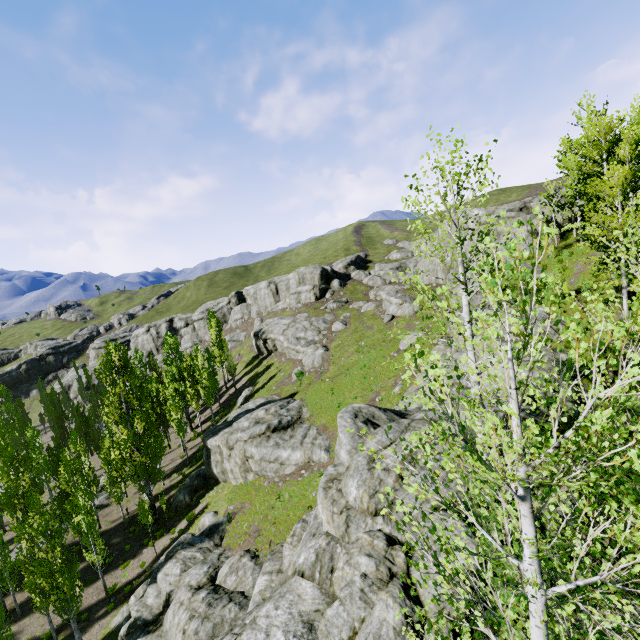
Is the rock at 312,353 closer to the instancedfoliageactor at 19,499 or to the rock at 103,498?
the instancedfoliageactor at 19,499

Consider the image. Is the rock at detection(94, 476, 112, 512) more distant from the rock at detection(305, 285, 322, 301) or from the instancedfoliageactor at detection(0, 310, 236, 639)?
the rock at detection(305, 285, 322, 301)

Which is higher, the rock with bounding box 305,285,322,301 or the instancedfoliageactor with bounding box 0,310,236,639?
the rock with bounding box 305,285,322,301

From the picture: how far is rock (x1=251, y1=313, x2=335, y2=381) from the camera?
41.44m

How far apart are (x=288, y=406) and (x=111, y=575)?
20.1m

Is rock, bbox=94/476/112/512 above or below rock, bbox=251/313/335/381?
below

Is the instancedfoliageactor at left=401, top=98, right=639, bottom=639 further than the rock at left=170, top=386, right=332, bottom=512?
No

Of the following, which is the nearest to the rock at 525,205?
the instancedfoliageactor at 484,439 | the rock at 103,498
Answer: the instancedfoliageactor at 484,439
